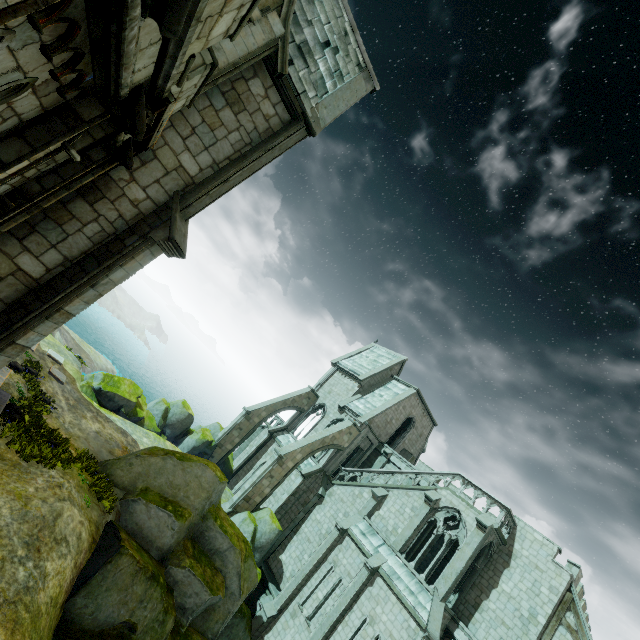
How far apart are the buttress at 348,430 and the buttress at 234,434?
5.9 meters

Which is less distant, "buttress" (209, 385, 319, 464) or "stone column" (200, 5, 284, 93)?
"stone column" (200, 5, 284, 93)

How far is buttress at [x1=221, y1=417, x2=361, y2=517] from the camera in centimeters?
2298cm

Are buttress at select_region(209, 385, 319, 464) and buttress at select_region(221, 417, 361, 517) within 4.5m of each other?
no

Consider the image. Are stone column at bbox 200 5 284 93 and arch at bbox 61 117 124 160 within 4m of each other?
yes

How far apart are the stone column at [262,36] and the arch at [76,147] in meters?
3.1 m

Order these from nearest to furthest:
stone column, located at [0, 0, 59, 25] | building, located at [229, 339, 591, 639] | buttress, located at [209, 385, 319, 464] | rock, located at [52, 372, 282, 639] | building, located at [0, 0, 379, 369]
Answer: stone column, located at [0, 0, 59, 25], building, located at [0, 0, 379, 369], rock, located at [52, 372, 282, 639], building, located at [229, 339, 591, 639], buttress, located at [209, 385, 319, 464]

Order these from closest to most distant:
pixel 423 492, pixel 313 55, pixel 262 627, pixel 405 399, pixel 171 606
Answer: pixel 313 55 < pixel 171 606 < pixel 262 627 < pixel 423 492 < pixel 405 399
